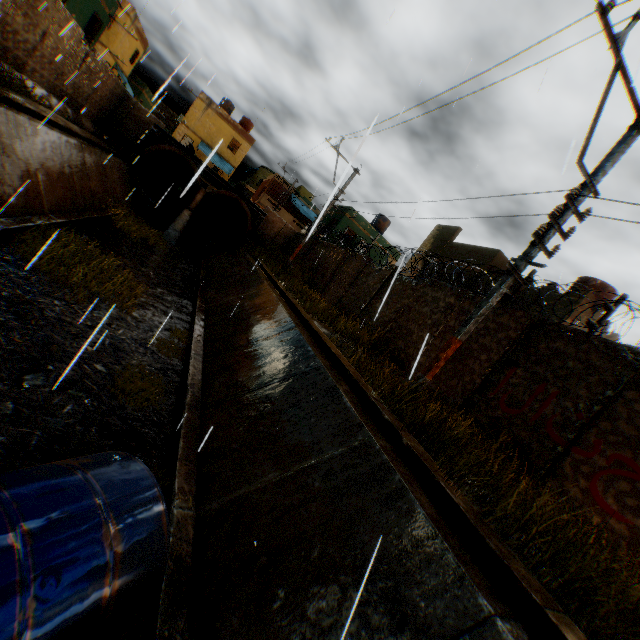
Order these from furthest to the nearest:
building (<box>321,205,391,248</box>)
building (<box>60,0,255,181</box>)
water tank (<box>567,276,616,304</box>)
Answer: building (<box>321,205,391,248</box>) < building (<box>60,0,255,181</box>) < water tank (<box>567,276,616,304</box>)

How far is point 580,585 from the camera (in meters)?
3.10

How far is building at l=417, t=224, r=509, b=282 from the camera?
15.8m

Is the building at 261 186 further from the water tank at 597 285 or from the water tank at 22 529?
the water tank at 22 529

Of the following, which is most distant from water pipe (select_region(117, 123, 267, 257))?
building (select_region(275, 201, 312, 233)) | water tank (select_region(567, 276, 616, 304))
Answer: water tank (select_region(567, 276, 616, 304))

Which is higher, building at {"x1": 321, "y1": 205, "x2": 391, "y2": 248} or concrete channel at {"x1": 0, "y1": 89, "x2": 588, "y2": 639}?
building at {"x1": 321, "y1": 205, "x2": 391, "y2": 248}

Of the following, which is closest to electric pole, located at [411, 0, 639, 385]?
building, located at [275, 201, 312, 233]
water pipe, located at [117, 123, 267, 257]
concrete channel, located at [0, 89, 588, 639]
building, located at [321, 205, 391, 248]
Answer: concrete channel, located at [0, 89, 588, 639]

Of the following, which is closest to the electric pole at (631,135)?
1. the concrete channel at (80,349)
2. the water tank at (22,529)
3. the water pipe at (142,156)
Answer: the concrete channel at (80,349)
